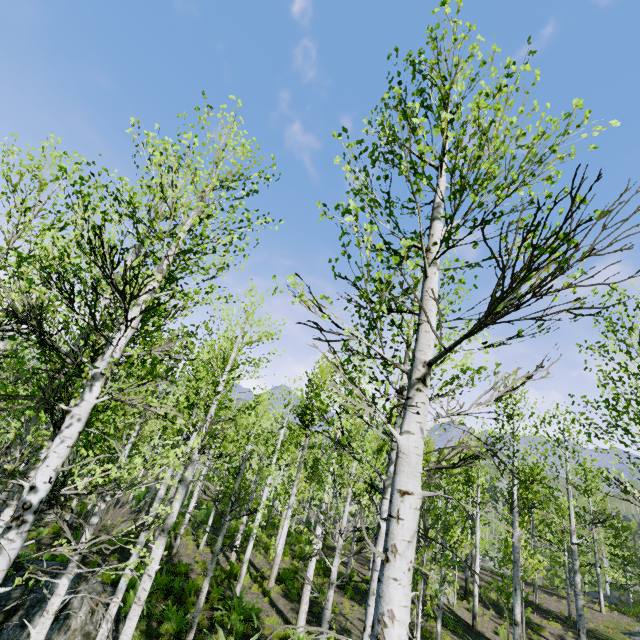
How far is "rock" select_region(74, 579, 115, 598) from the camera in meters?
7.8 m

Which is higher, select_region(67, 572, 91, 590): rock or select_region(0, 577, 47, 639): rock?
select_region(67, 572, 91, 590): rock

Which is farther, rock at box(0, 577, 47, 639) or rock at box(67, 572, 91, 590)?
rock at box(67, 572, 91, 590)

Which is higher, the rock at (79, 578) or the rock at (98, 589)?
the rock at (79, 578)

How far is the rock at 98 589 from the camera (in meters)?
7.82

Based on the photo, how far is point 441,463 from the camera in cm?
498
